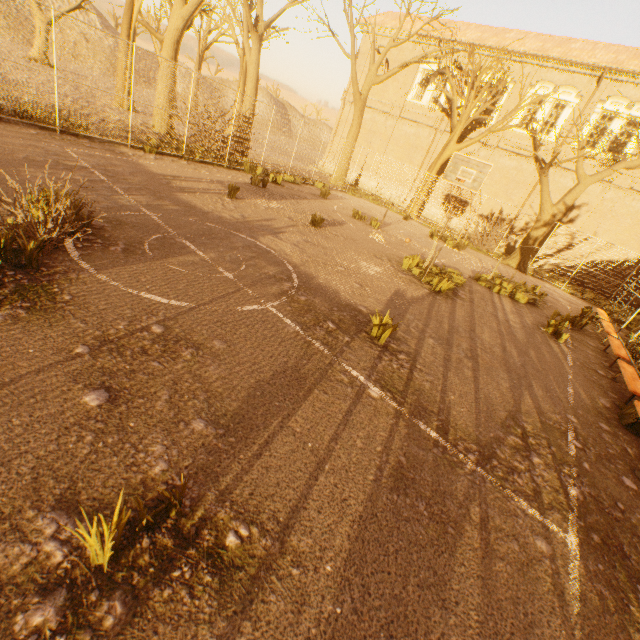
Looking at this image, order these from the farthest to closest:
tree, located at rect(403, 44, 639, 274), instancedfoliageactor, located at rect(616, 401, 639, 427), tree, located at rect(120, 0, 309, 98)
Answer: tree, located at rect(403, 44, 639, 274) → tree, located at rect(120, 0, 309, 98) → instancedfoliageactor, located at rect(616, 401, 639, 427)

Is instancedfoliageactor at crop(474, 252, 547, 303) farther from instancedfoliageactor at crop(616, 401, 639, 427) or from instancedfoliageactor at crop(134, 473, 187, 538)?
instancedfoliageactor at crop(134, 473, 187, 538)

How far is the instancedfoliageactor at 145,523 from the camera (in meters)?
1.92

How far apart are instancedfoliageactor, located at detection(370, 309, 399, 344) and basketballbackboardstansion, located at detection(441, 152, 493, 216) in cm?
1150

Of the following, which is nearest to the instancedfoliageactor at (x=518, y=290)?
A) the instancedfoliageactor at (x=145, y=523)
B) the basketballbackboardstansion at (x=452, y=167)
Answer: the basketballbackboardstansion at (x=452, y=167)

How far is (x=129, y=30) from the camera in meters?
18.0 m

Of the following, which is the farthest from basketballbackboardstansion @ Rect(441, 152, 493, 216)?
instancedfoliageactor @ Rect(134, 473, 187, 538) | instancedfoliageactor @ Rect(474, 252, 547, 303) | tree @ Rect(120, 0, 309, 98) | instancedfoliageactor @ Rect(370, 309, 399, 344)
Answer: instancedfoliageactor @ Rect(134, 473, 187, 538)

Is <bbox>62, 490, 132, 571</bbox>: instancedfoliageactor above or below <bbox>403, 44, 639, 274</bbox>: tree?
below
